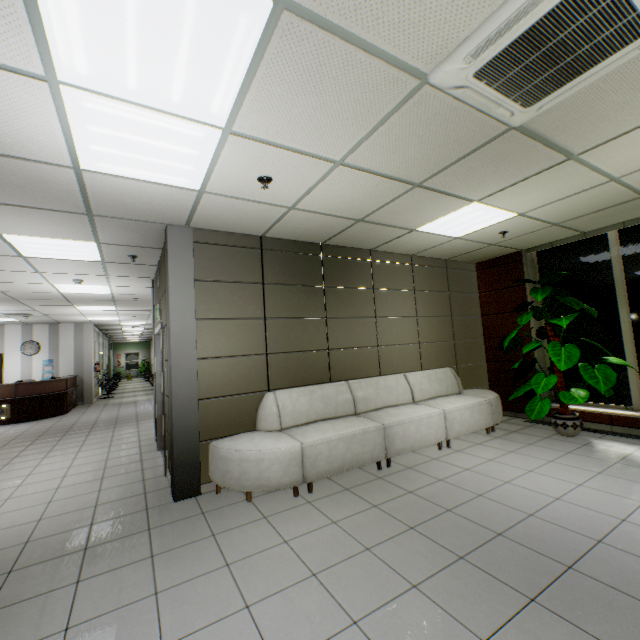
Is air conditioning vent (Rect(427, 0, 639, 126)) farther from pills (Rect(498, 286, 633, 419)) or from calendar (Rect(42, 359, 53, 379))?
calendar (Rect(42, 359, 53, 379))

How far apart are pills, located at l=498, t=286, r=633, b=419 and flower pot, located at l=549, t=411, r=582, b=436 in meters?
0.1

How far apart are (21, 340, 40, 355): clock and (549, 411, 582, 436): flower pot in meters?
16.2 m

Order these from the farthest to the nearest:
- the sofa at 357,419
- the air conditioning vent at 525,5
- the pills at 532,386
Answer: the pills at 532,386, the sofa at 357,419, the air conditioning vent at 525,5

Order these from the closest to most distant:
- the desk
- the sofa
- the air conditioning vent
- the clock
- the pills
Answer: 1. the air conditioning vent
2. the sofa
3. the pills
4. the desk
5. the clock

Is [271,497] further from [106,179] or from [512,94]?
[512,94]

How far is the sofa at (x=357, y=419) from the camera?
3.5 meters

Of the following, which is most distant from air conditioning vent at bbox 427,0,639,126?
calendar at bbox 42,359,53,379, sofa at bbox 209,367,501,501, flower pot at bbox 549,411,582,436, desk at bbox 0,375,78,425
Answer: calendar at bbox 42,359,53,379
